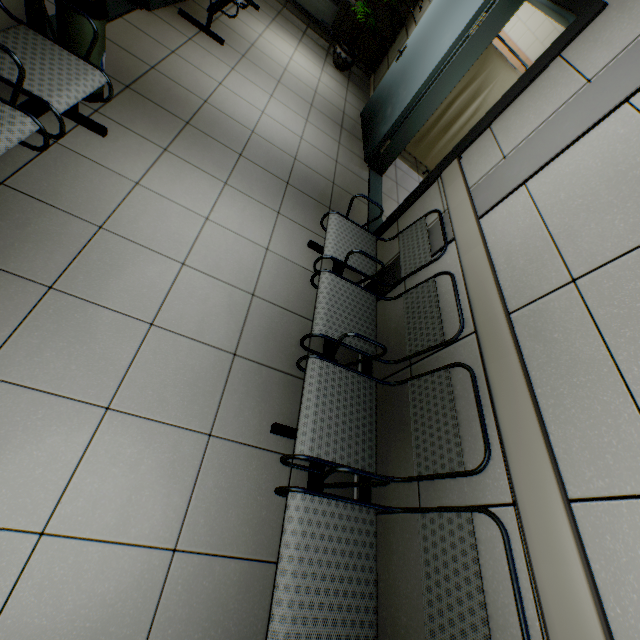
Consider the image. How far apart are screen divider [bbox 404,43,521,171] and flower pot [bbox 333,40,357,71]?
1.7 meters

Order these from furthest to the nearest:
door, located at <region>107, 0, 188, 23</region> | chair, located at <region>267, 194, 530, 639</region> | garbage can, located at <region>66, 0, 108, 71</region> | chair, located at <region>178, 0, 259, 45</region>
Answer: chair, located at <region>178, 0, 259, 45</region> < door, located at <region>107, 0, 188, 23</region> < garbage can, located at <region>66, 0, 108, 71</region> < chair, located at <region>267, 194, 530, 639</region>

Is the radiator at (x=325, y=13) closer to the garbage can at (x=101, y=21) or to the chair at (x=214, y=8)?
the chair at (x=214, y=8)

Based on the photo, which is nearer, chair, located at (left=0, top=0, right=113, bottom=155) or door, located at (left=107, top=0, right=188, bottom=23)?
chair, located at (left=0, top=0, right=113, bottom=155)

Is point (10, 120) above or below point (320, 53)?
above

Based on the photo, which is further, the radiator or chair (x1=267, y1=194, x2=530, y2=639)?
the radiator

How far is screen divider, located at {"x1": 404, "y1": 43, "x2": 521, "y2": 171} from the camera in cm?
410

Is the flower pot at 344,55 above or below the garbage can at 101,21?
below
